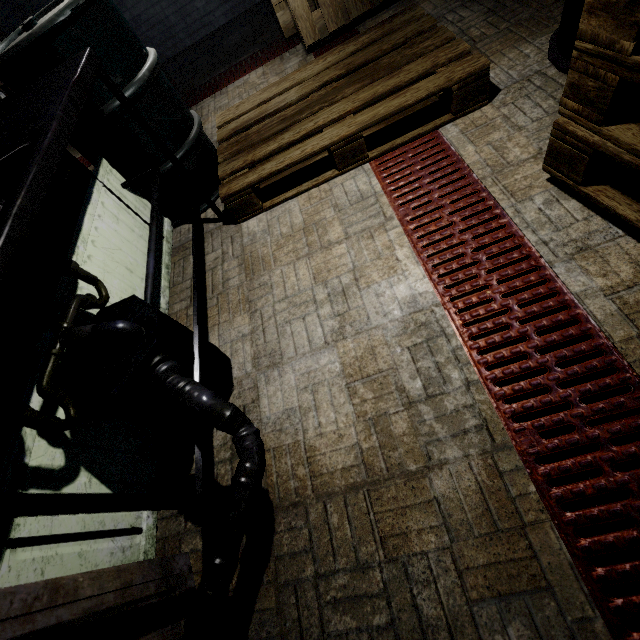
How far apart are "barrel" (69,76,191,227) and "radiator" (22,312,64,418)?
1.1m

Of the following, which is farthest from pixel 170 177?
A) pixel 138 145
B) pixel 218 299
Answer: pixel 218 299

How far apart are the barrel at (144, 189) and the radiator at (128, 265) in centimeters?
2cm

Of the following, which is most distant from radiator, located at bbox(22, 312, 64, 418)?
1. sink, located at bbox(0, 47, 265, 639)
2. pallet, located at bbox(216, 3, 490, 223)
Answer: pallet, located at bbox(216, 3, 490, 223)

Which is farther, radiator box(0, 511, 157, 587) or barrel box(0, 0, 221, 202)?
barrel box(0, 0, 221, 202)

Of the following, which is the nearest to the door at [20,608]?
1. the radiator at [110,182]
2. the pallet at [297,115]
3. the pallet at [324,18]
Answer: the radiator at [110,182]

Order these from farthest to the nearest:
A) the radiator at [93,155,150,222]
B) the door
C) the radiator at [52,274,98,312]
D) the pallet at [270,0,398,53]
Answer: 1. the pallet at [270,0,398,53]
2. the radiator at [93,155,150,222]
3. the radiator at [52,274,98,312]
4. the door

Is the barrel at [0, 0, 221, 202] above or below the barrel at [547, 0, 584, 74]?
above
